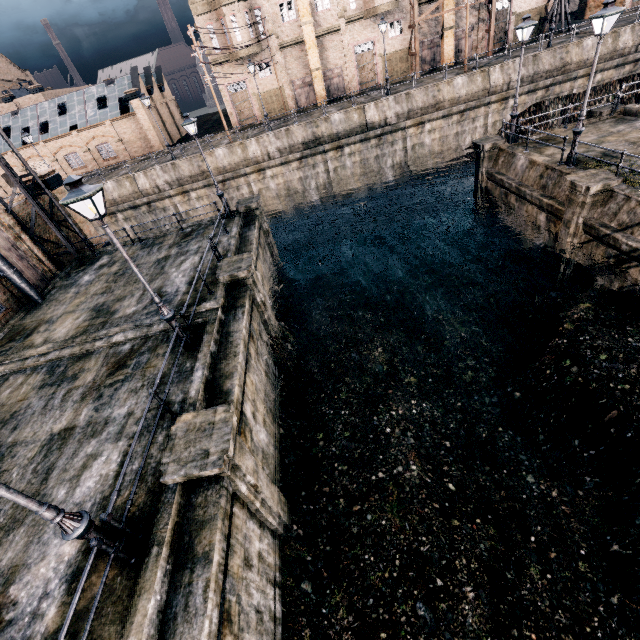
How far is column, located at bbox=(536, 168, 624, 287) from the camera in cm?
1323

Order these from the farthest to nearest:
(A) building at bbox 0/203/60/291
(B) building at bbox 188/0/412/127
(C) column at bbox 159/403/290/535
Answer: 1. (B) building at bbox 188/0/412/127
2. (A) building at bbox 0/203/60/291
3. (C) column at bbox 159/403/290/535

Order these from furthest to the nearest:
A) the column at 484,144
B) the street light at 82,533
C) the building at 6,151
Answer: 1. the building at 6,151
2. the column at 484,144
3. the street light at 82,533

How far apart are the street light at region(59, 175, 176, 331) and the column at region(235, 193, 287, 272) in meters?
12.0

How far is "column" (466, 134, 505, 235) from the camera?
19.9 meters

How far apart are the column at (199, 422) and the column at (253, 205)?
15.4m

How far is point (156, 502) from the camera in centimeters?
727cm

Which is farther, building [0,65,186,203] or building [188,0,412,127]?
building [0,65,186,203]
